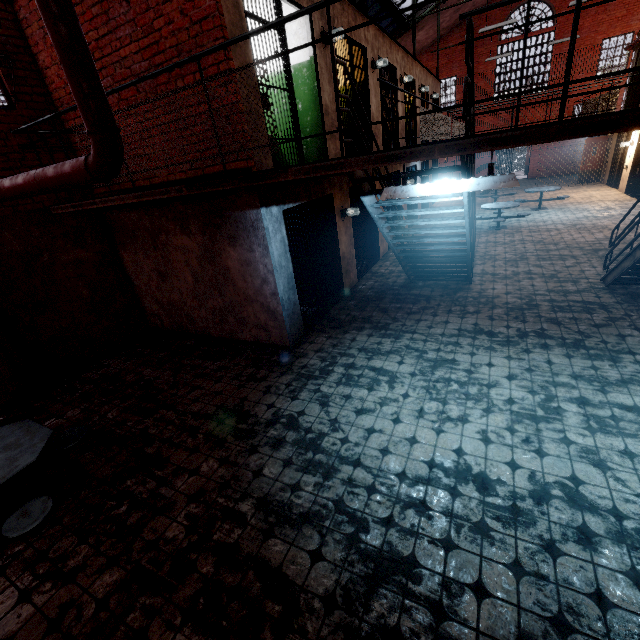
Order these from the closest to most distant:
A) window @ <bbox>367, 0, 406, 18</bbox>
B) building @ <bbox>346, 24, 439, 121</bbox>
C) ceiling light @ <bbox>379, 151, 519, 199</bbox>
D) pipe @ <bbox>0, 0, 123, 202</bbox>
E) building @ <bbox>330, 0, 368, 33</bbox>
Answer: pipe @ <bbox>0, 0, 123, 202</bbox> → ceiling light @ <bbox>379, 151, 519, 199</bbox> → building @ <bbox>330, 0, 368, 33</bbox> → building @ <bbox>346, 24, 439, 121</bbox> → window @ <bbox>367, 0, 406, 18</bbox>

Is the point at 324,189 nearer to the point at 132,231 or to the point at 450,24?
the point at 132,231

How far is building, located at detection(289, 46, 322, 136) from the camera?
6.1 meters

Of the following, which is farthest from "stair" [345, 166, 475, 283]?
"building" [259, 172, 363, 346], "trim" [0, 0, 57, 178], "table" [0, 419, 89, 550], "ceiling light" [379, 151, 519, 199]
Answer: "trim" [0, 0, 57, 178]

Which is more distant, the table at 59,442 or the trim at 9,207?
the trim at 9,207

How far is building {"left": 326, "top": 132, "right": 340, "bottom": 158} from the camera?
6.59m

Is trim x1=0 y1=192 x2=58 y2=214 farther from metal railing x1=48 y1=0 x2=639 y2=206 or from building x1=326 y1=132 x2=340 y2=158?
building x1=326 y1=132 x2=340 y2=158

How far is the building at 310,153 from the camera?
6.6m
